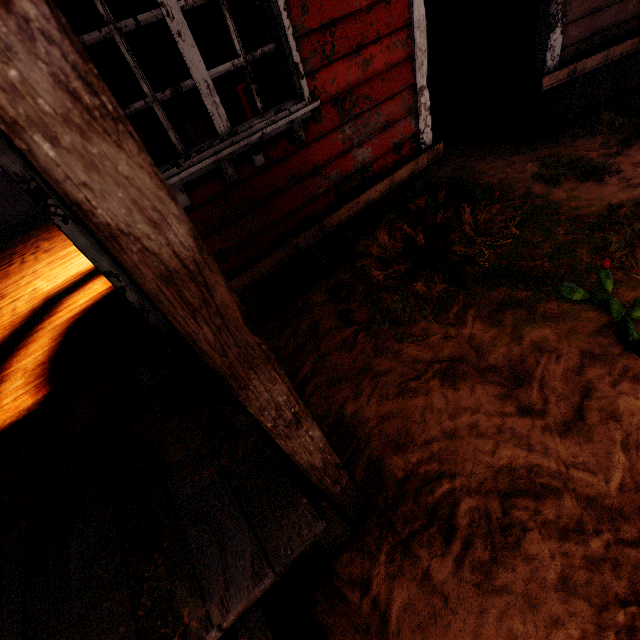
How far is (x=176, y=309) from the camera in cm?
65

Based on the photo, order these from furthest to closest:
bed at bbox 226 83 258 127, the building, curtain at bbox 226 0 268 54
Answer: bed at bbox 226 83 258 127 < curtain at bbox 226 0 268 54 < the building

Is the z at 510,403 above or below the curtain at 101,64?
below

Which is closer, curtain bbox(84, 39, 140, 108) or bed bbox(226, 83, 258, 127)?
curtain bbox(84, 39, 140, 108)

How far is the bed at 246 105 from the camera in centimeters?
269cm

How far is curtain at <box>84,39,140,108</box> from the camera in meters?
1.8

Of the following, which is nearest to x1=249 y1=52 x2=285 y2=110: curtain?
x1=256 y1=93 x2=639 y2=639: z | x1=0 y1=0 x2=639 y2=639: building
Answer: x1=0 y1=0 x2=639 y2=639: building
